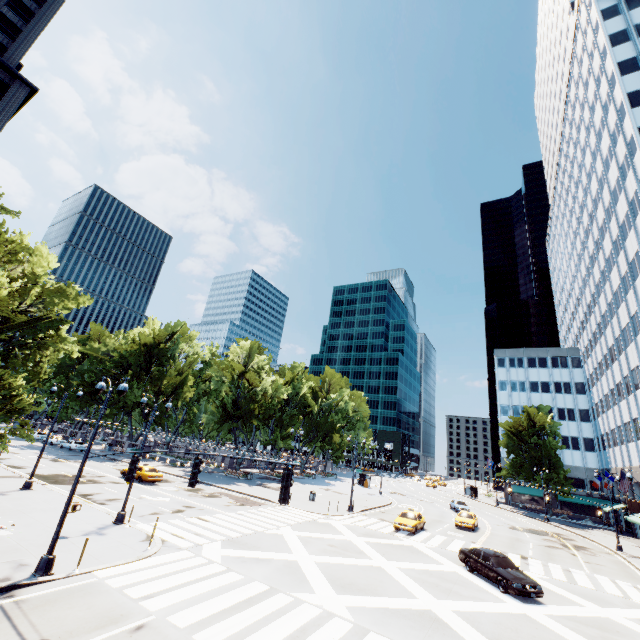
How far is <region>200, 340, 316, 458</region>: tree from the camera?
47.59m

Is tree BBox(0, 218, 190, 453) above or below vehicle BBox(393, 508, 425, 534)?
above

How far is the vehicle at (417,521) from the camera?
27.4m

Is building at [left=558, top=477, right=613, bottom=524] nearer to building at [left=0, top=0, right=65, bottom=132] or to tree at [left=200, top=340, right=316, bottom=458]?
tree at [left=200, top=340, right=316, bottom=458]

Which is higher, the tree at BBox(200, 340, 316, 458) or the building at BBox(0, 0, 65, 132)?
the building at BBox(0, 0, 65, 132)

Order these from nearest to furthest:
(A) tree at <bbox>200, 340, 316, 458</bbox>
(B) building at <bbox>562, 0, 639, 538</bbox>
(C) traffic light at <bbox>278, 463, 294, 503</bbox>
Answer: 1. (C) traffic light at <bbox>278, 463, 294, 503</bbox>
2. (B) building at <bbox>562, 0, 639, 538</bbox>
3. (A) tree at <bbox>200, 340, 316, 458</bbox>

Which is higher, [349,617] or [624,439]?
[624,439]

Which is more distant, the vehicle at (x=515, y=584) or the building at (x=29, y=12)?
the building at (x=29, y=12)
